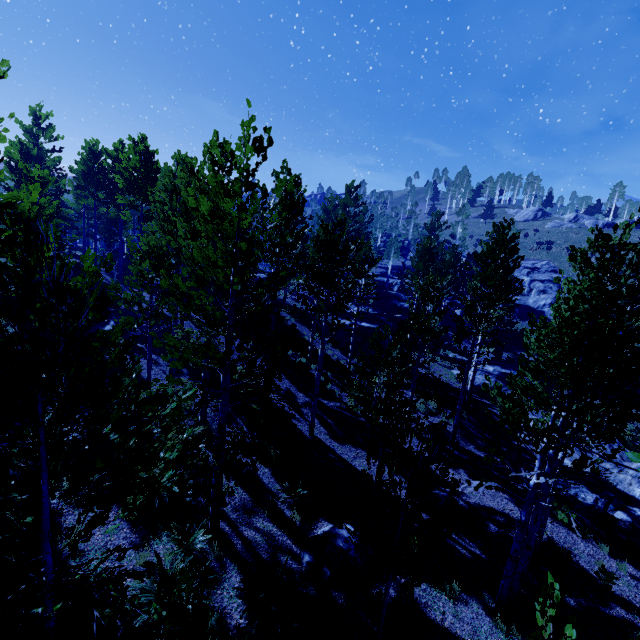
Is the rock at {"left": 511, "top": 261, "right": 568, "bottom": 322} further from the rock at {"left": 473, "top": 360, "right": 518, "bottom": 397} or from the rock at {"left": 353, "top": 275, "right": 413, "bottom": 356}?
the rock at {"left": 473, "top": 360, "right": 518, "bottom": 397}

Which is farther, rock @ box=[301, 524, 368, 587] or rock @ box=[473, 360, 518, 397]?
rock @ box=[473, 360, 518, 397]

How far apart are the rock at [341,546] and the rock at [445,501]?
3.3m

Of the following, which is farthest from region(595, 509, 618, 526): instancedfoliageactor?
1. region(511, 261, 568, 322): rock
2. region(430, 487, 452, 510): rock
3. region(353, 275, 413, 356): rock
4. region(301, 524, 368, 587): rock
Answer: region(430, 487, 452, 510): rock

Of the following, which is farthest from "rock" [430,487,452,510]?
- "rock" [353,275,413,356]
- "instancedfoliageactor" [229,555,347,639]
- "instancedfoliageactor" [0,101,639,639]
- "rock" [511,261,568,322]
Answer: "rock" [511,261,568,322]

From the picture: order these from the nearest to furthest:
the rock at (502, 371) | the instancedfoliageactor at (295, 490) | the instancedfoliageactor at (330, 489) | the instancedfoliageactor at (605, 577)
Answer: the instancedfoliageactor at (330, 489)
the instancedfoliageactor at (605, 577)
the instancedfoliageactor at (295, 490)
the rock at (502, 371)

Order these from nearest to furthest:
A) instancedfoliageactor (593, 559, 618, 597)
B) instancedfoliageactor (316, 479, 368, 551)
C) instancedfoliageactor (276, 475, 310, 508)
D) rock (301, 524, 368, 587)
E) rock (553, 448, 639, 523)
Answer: instancedfoliageactor (316, 479, 368, 551), rock (301, 524, 368, 587), instancedfoliageactor (593, 559, 618, 597), instancedfoliageactor (276, 475, 310, 508), rock (553, 448, 639, 523)

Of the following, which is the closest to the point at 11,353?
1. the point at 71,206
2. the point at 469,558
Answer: the point at 469,558
